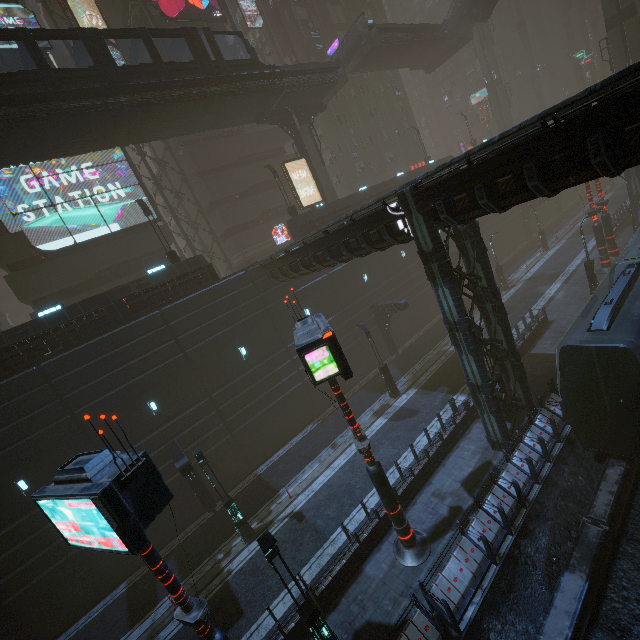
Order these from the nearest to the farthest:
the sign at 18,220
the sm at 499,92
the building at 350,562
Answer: the building at 350,562
the sign at 18,220
the sm at 499,92

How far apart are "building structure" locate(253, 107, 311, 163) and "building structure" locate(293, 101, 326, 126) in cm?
68

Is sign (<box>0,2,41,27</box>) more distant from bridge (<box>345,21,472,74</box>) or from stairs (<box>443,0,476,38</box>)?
stairs (<box>443,0,476,38</box>)

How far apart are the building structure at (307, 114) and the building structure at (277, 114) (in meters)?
0.68

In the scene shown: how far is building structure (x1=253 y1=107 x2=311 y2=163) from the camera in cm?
2674

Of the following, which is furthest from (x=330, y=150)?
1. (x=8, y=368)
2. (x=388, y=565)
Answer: (x=388, y=565)

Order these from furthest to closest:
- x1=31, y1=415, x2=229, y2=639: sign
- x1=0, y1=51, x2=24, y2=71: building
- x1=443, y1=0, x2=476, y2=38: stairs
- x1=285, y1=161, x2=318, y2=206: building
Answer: x1=285, y1=161, x2=318, y2=206: building, x1=443, y1=0, x2=476, y2=38: stairs, x1=0, y1=51, x2=24, y2=71: building, x1=31, y1=415, x2=229, y2=639: sign

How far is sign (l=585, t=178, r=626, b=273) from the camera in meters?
24.5 m
